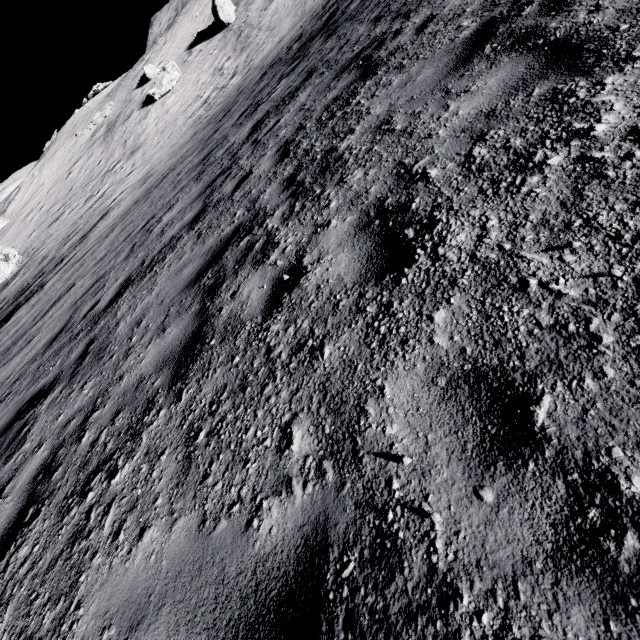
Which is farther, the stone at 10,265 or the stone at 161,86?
the stone at 161,86

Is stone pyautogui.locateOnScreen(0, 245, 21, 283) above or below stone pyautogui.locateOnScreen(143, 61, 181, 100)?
below

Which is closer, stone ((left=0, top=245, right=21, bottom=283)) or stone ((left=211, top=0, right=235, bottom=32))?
stone ((left=0, top=245, right=21, bottom=283))

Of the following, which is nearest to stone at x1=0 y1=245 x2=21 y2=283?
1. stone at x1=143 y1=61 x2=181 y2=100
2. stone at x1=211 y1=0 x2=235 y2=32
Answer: stone at x1=143 y1=61 x2=181 y2=100

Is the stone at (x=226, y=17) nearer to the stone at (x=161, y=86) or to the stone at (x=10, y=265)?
the stone at (x=161, y=86)

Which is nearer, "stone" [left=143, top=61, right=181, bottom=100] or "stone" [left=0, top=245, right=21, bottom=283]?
"stone" [left=0, top=245, right=21, bottom=283]

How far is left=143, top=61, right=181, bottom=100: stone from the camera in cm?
2917

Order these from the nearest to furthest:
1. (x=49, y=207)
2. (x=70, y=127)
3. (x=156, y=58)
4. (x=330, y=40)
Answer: (x=330, y=40) → (x=49, y=207) → (x=156, y=58) → (x=70, y=127)
